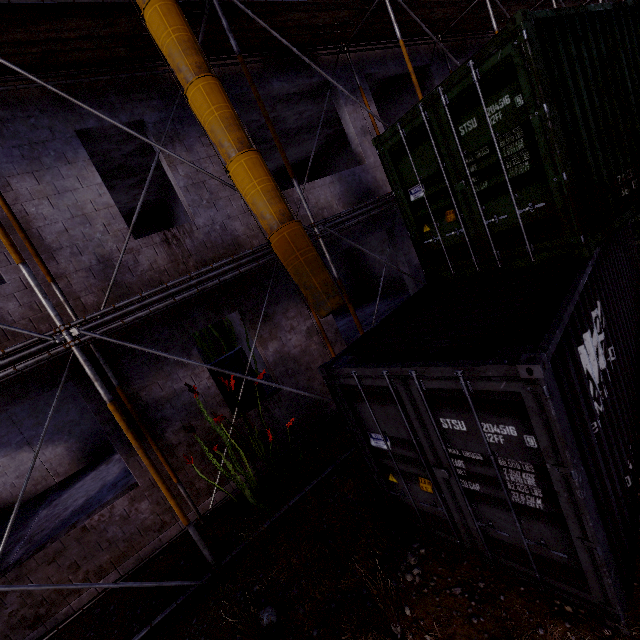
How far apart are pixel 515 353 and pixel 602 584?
2.1m

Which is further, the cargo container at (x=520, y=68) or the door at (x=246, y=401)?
the door at (x=246, y=401)

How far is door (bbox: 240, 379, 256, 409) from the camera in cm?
737

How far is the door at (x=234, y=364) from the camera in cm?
721

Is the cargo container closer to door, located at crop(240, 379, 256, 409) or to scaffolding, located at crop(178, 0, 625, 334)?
scaffolding, located at crop(178, 0, 625, 334)

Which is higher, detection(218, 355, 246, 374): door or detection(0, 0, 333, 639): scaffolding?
detection(0, 0, 333, 639): scaffolding

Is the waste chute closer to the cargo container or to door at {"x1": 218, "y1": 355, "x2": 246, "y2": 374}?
the cargo container

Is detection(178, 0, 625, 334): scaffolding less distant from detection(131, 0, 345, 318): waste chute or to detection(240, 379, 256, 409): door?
detection(131, 0, 345, 318): waste chute
